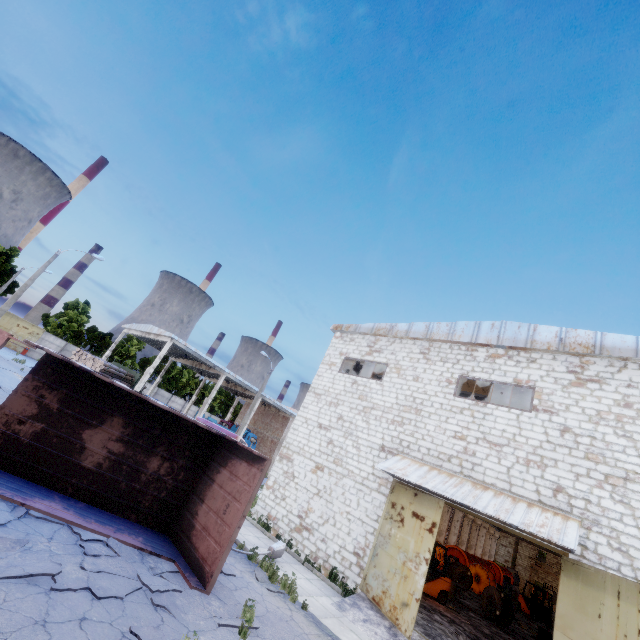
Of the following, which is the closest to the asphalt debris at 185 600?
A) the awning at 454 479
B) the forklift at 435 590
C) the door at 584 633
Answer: the awning at 454 479

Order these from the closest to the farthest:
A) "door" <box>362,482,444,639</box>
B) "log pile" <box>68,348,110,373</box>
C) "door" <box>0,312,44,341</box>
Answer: "door" <box>362,482,444,639</box>
"log pile" <box>68,348,110,373</box>
"door" <box>0,312,44,341</box>

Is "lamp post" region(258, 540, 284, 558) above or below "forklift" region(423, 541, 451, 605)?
below

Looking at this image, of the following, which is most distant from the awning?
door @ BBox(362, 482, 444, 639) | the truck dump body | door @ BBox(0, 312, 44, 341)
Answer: door @ BBox(0, 312, 44, 341)

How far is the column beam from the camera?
16.5m

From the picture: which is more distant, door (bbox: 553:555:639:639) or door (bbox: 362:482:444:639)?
door (bbox: 362:482:444:639)

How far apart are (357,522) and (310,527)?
2.3m

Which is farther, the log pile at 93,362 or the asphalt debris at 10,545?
the log pile at 93,362
